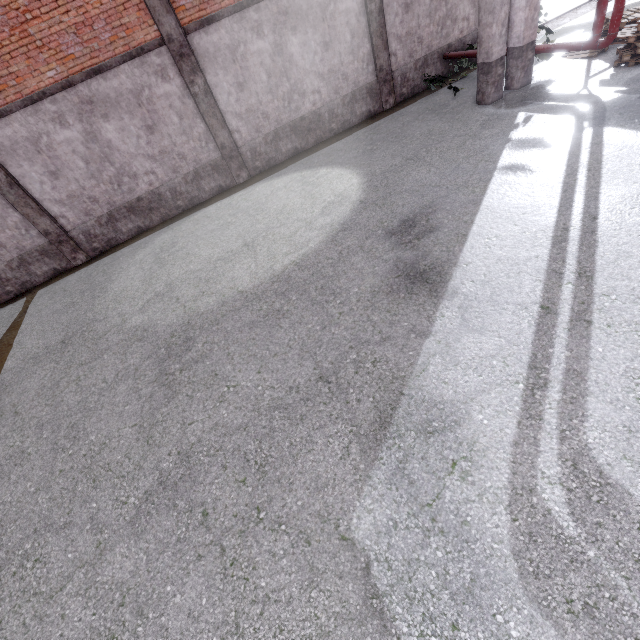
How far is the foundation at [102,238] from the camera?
10.2m

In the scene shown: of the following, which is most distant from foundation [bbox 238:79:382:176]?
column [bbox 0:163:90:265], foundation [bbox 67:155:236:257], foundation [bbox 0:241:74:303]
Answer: foundation [bbox 0:241:74:303]

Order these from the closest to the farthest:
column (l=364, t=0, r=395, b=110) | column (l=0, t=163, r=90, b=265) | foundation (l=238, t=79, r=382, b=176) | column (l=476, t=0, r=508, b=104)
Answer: column (l=476, t=0, r=508, b=104) < column (l=0, t=163, r=90, b=265) < column (l=364, t=0, r=395, b=110) < foundation (l=238, t=79, r=382, b=176)

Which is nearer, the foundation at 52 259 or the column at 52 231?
the column at 52 231

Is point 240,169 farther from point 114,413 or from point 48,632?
point 48,632

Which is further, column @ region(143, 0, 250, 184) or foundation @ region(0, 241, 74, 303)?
foundation @ region(0, 241, 74, 303)

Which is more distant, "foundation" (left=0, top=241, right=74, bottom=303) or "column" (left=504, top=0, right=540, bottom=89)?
"foundation" (left=0, top=241, right=74, bottom=303)

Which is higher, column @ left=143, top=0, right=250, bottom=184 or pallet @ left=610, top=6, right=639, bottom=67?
column @ left=143, top=0, right=250, bottom=184
